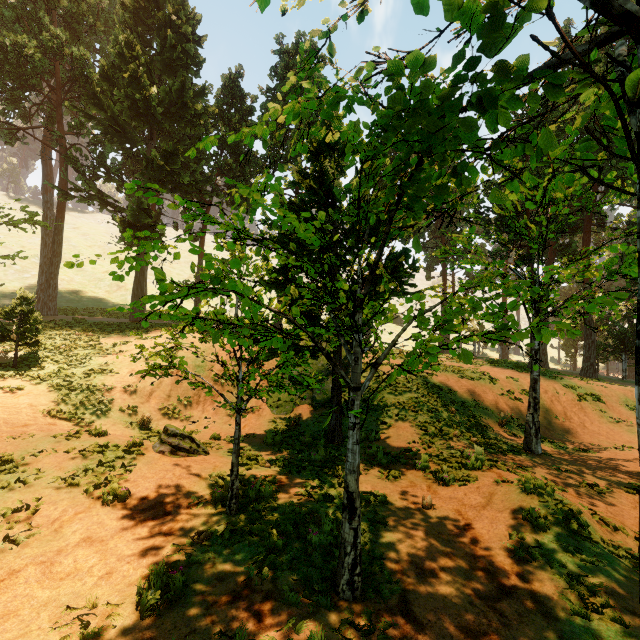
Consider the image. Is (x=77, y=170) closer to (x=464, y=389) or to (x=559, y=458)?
(x=464, y=389)

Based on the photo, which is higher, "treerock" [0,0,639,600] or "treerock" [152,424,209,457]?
"treerock" [0,0,639,600]

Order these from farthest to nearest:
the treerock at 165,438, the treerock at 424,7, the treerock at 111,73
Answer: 1. the treerock at 165,438
2. the treerock at 424,7
3. the treerock at 111,73

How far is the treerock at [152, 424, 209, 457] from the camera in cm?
970

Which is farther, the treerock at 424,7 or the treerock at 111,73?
the treerock at 424,7

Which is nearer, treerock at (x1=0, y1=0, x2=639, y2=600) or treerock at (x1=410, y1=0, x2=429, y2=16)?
treerock at (x1=0, y1=0, x2=639, y2=600)

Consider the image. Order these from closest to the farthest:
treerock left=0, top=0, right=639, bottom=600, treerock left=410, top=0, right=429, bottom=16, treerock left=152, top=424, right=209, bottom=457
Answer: treerock left=0, top=0, right=639, bottom=600 < treerock left=410, top=0, right=429, bottom=16 < treerock left=152, top=424, right=209, bottom=457
